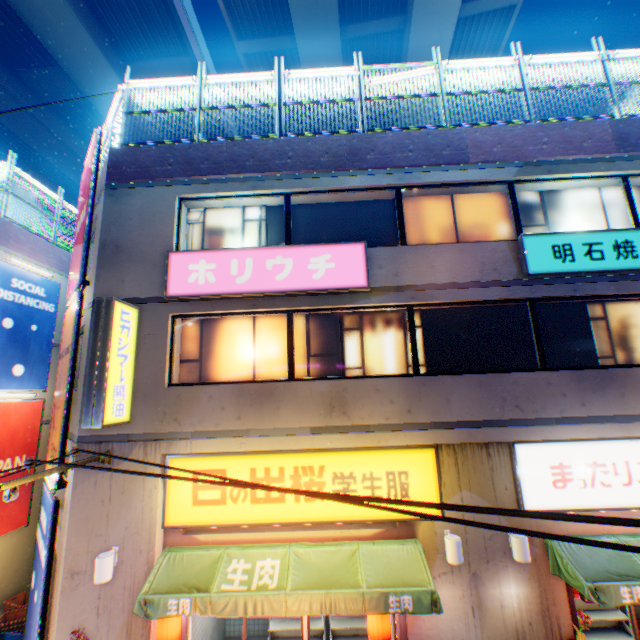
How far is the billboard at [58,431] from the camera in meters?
A: 7.4

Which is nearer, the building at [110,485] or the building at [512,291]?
the building at [110,485]

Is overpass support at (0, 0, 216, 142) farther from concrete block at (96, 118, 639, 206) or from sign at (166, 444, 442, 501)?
sign at (166, 444, 442, 501)

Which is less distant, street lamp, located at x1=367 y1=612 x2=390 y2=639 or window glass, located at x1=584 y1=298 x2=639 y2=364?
street lamp, located at x1=367 y1=612 x2=390 y2=639

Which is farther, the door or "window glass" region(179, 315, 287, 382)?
"window glass" region(179, 315, 287, 382)

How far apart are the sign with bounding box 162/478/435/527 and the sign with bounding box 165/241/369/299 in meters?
3.2 m

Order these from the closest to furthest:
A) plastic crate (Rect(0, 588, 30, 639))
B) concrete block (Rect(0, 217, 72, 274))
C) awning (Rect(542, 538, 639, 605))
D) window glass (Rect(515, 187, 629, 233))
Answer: awning (Rect(542, 538, 639, 605)) < window glass (Rect(515, 187, 629, 233)) < plastic crate (Rect(0, 588, 30, 639)) < concrete block (Rect(0, 217, 72, 274))

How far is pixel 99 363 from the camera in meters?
6.2
